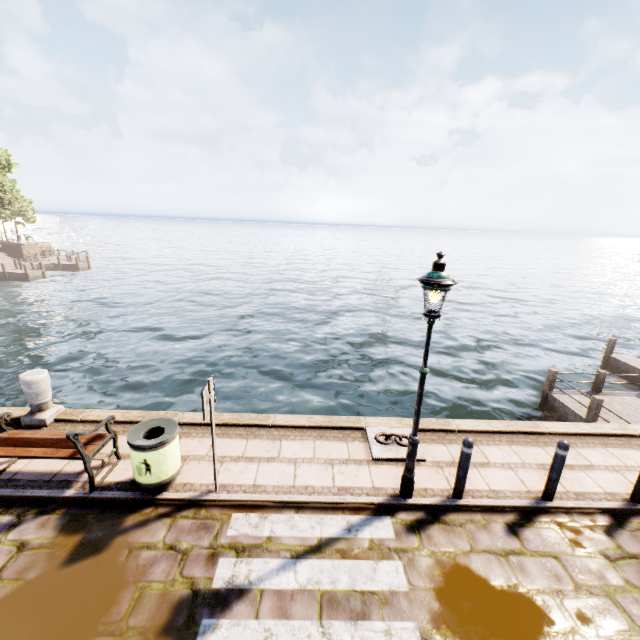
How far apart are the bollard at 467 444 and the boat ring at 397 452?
0.8m

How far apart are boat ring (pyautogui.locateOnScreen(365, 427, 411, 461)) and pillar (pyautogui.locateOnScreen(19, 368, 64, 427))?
6.5 meters

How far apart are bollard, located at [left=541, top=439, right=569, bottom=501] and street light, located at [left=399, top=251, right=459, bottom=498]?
2.2m

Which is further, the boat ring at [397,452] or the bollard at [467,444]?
the boat ring at [397,452]

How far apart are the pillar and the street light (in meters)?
7.05

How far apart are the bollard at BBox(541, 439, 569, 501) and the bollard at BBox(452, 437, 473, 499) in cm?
135

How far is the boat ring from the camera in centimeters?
600cm

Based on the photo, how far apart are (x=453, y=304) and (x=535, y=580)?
27.54m
